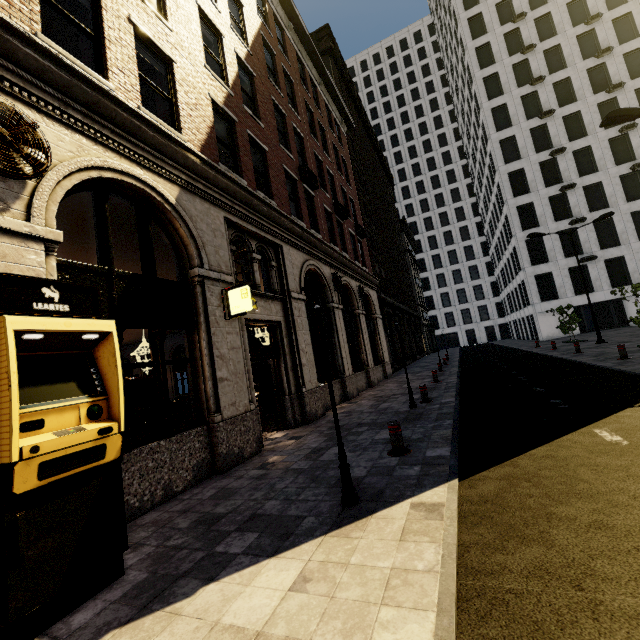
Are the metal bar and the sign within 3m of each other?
no

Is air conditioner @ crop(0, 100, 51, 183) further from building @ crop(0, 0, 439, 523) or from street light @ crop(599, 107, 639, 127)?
street light @ crop(599, 107, 639, 127)

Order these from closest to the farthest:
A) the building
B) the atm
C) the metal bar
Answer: the atm < the building < the metal bar

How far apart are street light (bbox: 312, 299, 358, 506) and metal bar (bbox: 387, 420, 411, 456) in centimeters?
167cm

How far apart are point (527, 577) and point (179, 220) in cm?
757

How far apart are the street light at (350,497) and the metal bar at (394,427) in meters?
1.7 m

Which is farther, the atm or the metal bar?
the metal bar

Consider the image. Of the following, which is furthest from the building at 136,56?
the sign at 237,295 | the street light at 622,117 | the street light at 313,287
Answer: the street light at 622,117
